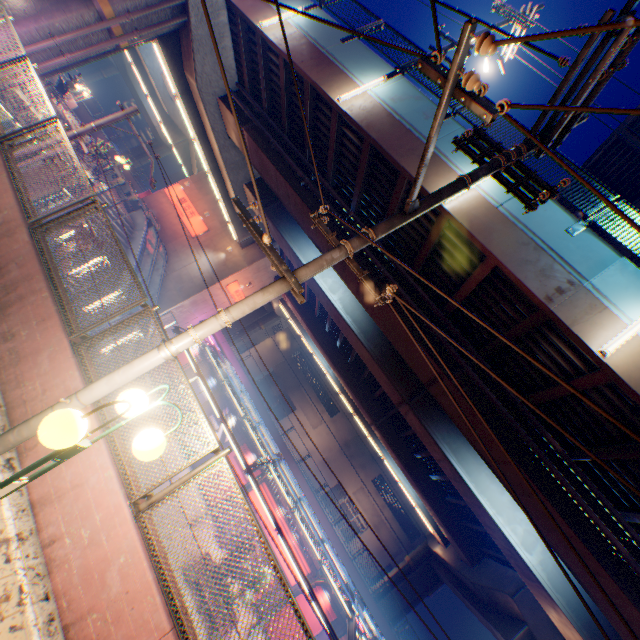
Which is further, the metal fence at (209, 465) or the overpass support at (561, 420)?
the overpass support at (561, 420)

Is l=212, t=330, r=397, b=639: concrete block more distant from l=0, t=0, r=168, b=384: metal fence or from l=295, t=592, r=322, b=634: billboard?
l=295, t=592, r=322, b=634: billboard

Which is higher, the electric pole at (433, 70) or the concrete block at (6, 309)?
the electric pole at (433, 70)

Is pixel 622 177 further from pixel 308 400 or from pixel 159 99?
pixel 308 400

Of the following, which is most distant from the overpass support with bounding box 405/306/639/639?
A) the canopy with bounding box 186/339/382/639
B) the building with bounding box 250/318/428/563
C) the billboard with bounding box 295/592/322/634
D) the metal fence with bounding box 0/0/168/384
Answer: the building with bounding box 250/318/428/563

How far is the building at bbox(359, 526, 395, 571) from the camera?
39.6 meters

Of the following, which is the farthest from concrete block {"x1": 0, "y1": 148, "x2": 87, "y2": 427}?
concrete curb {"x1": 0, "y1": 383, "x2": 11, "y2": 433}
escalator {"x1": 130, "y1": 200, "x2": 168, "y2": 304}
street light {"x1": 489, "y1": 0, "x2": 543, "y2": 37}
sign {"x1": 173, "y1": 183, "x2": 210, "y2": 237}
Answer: sign {"x1": 173, "y1": 183, "x2": 210, "y2": 237}

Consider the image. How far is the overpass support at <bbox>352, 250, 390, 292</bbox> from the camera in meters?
11.5 m
